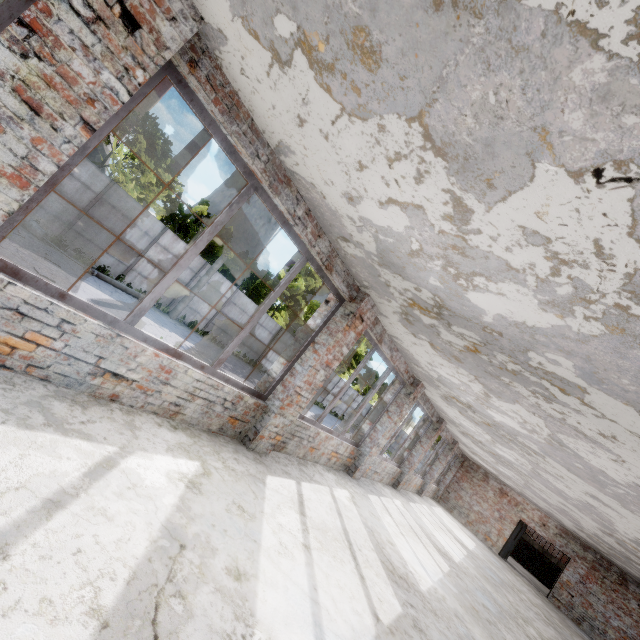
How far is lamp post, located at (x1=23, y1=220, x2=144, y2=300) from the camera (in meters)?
12.62

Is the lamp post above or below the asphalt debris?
above

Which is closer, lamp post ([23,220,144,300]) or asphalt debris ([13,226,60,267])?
asphalt debris ([13,226,60,267])

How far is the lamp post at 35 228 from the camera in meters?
12.6

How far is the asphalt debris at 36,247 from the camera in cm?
1079

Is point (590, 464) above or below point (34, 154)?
above

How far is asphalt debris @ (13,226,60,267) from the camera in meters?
10.8 m
